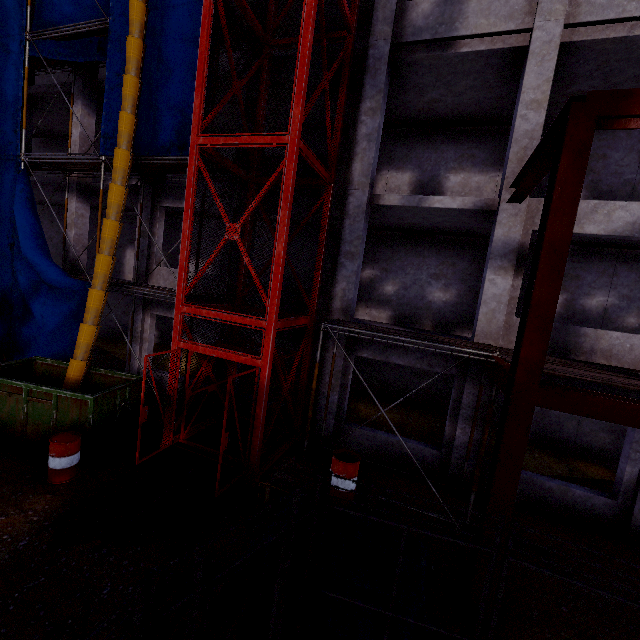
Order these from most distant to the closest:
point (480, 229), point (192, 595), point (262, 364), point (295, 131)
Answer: point (480, 229) < point (262, 364) < point (295, 131) < point (192, 595)

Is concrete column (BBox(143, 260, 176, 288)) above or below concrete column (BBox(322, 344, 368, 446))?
above

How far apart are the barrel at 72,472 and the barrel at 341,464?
5.5 meters

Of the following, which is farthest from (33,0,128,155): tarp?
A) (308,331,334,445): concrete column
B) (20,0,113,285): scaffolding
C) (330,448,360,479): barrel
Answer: (330,448,360,479): barrel

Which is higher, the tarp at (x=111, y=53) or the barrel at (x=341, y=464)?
the tarp at (x=111, y=53)

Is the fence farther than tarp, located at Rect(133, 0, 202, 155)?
No

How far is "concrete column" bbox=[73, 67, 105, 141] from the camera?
12.6 meters

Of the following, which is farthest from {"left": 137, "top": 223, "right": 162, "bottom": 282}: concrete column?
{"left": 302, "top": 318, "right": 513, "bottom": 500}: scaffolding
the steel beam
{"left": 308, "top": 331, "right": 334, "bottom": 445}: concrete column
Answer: the steel beam
